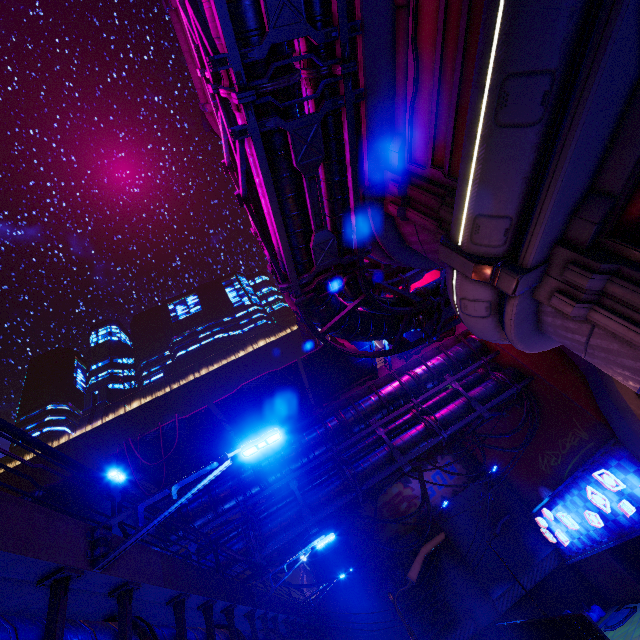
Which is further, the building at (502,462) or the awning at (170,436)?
the building at (502,462)

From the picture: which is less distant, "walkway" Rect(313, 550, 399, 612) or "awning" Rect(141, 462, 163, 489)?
"awning" Rect(141, 462, 163, 489)

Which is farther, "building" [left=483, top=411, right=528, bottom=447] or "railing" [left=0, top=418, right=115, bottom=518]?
"building" [left=483, top=411, right=528, bottom=447]

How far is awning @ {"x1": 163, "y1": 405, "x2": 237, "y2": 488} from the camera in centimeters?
1411cm

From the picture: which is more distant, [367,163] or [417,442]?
[417,442]

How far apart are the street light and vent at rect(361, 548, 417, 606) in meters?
22.2 m

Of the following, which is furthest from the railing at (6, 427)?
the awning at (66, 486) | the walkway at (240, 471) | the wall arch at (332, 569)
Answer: the wall arch at (332, 569)

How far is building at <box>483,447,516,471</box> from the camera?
22.52m
